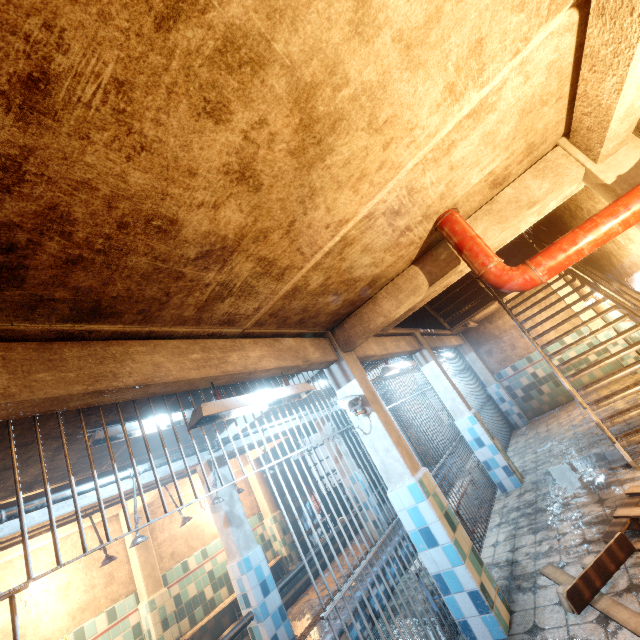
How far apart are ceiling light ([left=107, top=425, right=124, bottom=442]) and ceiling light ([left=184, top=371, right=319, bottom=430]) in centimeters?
135cm

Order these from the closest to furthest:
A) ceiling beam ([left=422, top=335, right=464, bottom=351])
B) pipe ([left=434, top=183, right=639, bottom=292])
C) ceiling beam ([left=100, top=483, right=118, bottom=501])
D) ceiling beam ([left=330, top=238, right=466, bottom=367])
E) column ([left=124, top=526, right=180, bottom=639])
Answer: pipe ([left=434, top=183, right=639, bottom=292])
ceiling beam ([left=330, top=238, right=466, bottom=367])
ceiling beam ([left=100, top=483, right=118, bottom=501])
column ([left=124, top=526, right=180, bottom=639])
ceiling beam ([left=422, top=335, right=464, bottom=351])

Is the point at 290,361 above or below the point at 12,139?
below

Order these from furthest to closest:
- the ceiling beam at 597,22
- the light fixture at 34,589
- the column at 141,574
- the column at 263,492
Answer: the column at 263,492, the column at 141,574, the light fixture at 34,589, the ceiling beam at 597,22

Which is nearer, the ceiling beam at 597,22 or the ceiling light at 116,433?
the ceiling beam at 597,22

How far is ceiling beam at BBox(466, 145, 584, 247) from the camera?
2.5m

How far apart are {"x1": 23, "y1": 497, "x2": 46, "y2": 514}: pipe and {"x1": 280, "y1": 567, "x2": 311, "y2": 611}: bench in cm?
185

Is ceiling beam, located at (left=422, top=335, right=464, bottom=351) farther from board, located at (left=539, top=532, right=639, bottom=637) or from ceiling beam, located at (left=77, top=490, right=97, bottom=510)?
board, located at (left=539, top=532, right=639, bottom=637)
